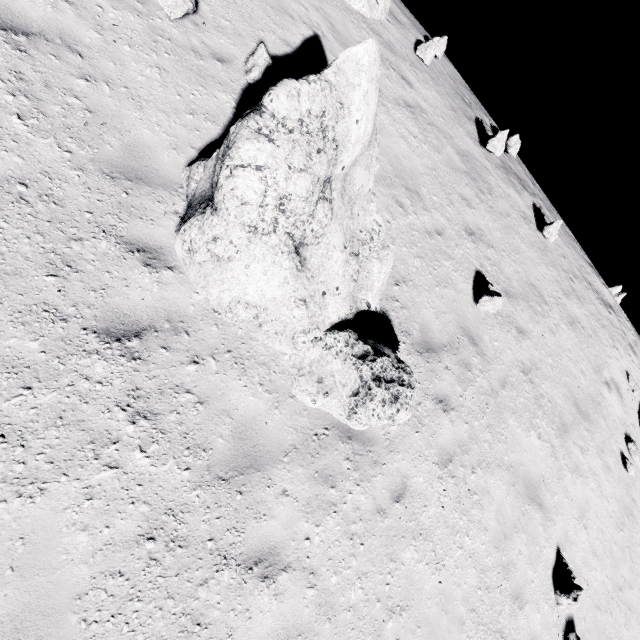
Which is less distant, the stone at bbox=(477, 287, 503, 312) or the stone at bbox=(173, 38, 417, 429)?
the stone at bbox=(173, 38, 417, 429)

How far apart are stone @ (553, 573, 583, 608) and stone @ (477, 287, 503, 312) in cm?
624

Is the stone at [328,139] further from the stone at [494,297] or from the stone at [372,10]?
the stone at [372,10]

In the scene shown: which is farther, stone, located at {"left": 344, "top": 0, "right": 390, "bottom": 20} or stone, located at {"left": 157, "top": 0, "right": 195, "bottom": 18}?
stone, located at {"left": 344, "top": 0, "right": 390, "bottom": 20}

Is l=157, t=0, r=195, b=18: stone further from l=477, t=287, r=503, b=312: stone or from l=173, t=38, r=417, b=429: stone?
l=477, t=287, r=503, b=312: stone

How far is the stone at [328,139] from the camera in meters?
3.5

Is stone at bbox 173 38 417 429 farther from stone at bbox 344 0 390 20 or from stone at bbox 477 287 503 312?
stone at bbox 344 0 390 20

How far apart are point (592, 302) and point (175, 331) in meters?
16.3 m
